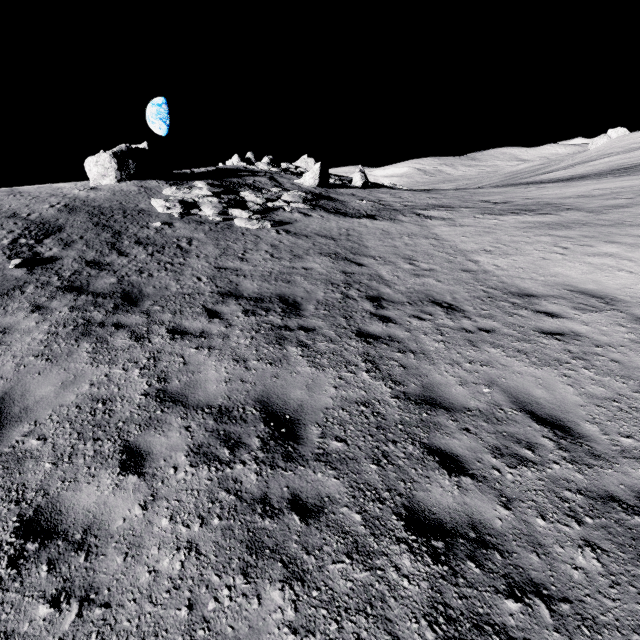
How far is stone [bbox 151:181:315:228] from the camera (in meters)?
15.74

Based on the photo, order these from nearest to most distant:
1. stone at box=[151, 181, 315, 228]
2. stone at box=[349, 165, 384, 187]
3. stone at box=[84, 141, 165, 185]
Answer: stone at box=[151, 181, 315, 228] < stone at box=[84, 141, 165, 185] < stone at box=[349, 165, 384, 187]

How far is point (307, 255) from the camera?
12.16m

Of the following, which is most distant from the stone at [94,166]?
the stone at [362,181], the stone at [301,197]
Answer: the stone at [362,181]

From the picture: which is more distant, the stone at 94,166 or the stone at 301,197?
the stone at 94,166

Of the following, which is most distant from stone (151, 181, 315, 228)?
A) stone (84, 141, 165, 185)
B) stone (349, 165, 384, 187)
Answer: stone (349, 165, 384, 187)

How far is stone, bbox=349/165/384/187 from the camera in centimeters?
3566cm
